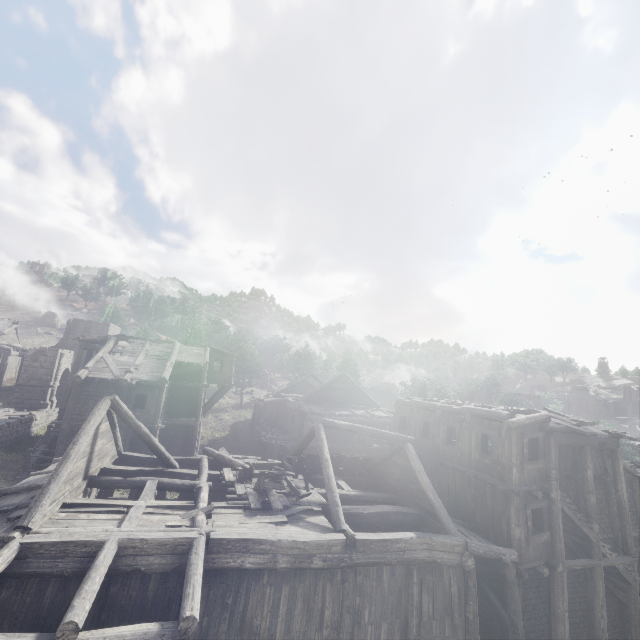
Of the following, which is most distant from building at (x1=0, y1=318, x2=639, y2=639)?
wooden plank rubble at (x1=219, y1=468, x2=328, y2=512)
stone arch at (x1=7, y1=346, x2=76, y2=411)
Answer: stone arch at (x1=7, y1=346, x2=76, y2=411)

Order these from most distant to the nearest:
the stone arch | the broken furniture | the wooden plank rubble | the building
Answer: the stone arch, the broken furniture, the wooden plank rubble, the building

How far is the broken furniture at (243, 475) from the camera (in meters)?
13.17

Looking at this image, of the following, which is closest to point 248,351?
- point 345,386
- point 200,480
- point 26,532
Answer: point 345,386

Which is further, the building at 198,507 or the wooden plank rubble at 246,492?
the wooden plank rubble at 246,492

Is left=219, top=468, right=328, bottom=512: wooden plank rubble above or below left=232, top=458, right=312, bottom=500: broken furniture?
below

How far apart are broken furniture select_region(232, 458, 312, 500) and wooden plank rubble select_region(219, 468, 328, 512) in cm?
1

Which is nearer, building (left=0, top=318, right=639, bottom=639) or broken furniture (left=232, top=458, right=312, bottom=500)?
building (left=0, top=318, right=639, bottom=639)
